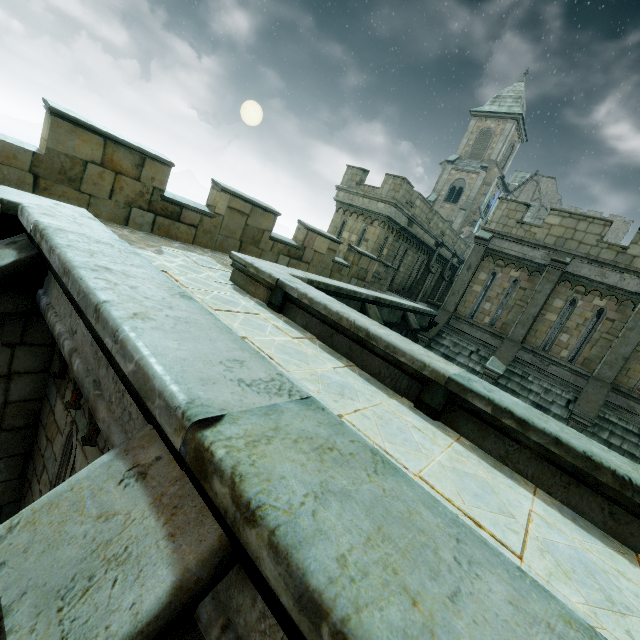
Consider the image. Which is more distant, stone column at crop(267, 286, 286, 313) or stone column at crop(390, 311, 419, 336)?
stone column at crop(390, 311, 419, 336)

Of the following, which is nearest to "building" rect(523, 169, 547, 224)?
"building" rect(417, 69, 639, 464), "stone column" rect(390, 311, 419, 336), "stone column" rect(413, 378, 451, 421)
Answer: "building" rect(417, 69, 639, 464)

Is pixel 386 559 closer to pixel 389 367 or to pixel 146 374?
pixel 146 374

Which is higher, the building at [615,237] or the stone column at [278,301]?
the building at [615,237]

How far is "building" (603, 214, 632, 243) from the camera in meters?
54.5 m

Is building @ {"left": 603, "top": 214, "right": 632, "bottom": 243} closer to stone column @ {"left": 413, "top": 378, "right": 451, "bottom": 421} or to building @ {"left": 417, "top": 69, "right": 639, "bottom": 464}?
building @ {"left": 417, "top": 69, "right": 639, "bottom": 464}

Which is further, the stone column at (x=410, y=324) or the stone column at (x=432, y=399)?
the stone column at (x=410, y=324)

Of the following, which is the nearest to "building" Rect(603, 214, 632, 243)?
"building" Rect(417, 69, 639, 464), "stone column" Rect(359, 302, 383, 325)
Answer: "building" Rect(417, 69, 639, 464)
